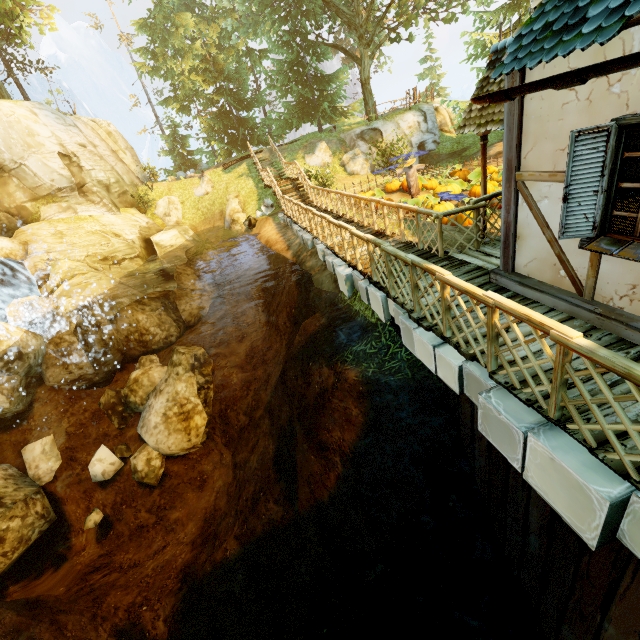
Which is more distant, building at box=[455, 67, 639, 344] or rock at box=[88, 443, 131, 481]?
rock at box=[88, 443, 131, 481]

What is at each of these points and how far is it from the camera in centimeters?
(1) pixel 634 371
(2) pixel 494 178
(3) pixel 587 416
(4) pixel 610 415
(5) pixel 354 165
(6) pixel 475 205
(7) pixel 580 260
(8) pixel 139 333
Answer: (1) fence, 218cm
(2) pumpkin, 1362cm
(3) wooden platform, 301cm
(4) wooden platform, 296cm
(5) rock, 2067cm
(6) fence, 646cm
(7) building, 414cm
(8) rock, 1504cm

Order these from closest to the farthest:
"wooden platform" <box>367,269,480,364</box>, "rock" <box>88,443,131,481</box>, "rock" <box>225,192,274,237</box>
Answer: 1. "wooden platform" <box>367,269,480,364</box>
2. "rock" <box>88,443,131,481</box>
3. "rock" <box>225,192,274,237</box>

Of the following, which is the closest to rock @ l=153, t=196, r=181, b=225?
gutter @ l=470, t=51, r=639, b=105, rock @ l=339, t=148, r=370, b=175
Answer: rock @ l=339, t=148, r=370, b=175

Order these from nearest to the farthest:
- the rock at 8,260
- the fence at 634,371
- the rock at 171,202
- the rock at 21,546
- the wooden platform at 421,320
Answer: the fence at 634,371
the wooden platform at 421,320
the rock at 21,546
the rock at 8,260
the rock at 171,202

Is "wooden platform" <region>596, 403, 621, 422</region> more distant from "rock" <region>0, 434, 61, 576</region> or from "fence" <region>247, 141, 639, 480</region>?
"rock" <region>0, 434, 61, 576</region>

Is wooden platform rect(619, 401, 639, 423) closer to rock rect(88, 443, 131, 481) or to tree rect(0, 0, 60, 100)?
rock rect(88, 443, 131, 481)

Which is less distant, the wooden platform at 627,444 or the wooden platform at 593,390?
the wooden platform at 627,444
